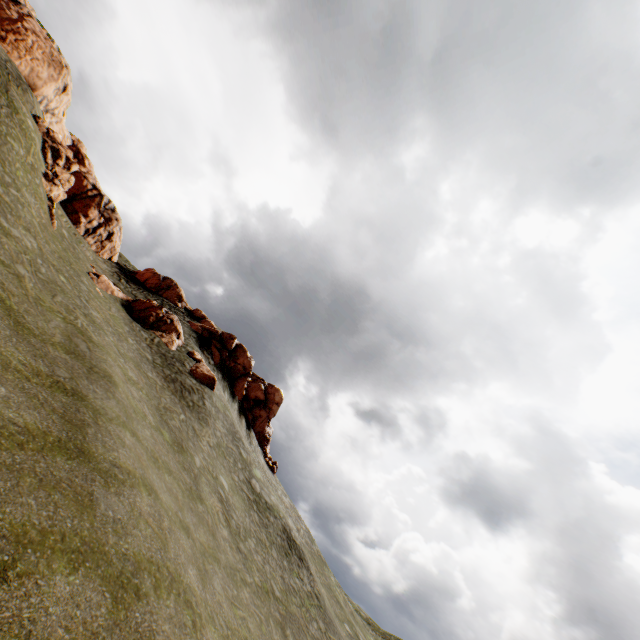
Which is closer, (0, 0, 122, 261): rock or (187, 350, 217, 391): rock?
(0, 0, 122, 261): rock

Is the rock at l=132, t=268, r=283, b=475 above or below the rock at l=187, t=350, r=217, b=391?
above

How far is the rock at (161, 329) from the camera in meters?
28.4

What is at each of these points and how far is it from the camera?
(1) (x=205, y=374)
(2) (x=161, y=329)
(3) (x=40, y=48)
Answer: (1) rock, 29.7m
(2) rock, 31.0m
(3) rock, 31.5m

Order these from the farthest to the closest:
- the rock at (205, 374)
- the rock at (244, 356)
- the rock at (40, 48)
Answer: the rock at (244, 356)
the rock at (205, 374)
the rock at (40, 48)

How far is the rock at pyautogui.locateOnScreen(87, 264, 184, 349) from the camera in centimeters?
2836cm
